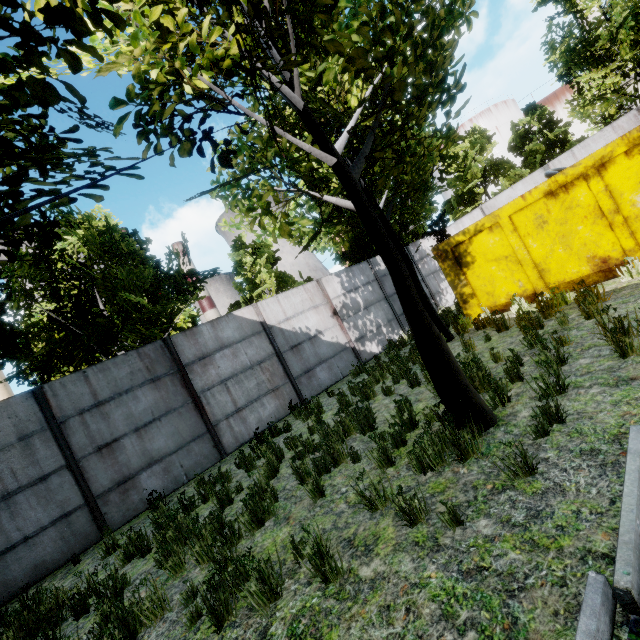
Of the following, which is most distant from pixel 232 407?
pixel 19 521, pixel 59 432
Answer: pixel 19 521

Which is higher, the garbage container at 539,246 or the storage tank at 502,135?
the storage tank at 502,135

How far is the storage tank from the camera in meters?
40.2

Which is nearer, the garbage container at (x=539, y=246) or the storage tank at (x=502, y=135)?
the garbage container at (x=539, y=246)

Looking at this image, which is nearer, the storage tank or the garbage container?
the garbage container

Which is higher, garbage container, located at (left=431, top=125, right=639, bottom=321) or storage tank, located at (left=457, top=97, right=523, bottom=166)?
storage tank, located at (left=457, top=97, right=523, bottom=166)
